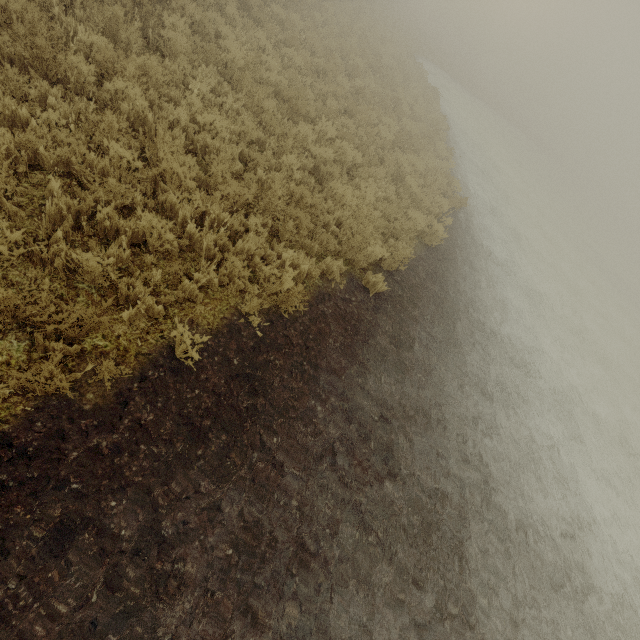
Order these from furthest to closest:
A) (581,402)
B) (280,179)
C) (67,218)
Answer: (581,402)
(280,179)
(67,218)
